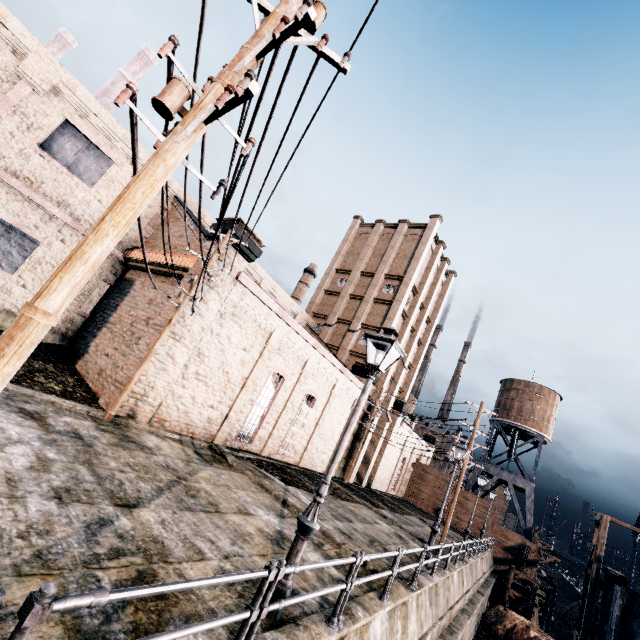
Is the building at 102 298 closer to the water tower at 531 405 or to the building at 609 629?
the water tower at 531 405

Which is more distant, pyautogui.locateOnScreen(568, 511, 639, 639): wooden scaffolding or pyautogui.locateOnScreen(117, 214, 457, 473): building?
pyautogui.locateOnScreen(568, 511, 639, 639): wooden scaffolding

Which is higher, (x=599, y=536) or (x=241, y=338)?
(x=599, y=536)

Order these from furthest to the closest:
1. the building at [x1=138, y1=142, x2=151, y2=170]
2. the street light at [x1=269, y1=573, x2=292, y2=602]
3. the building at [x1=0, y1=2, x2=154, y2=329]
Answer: the building at [x1=138, y1=142, x2=151, y2=170]
the building at [x1=0, y1=2, x2=154, y2=329]
the street light at [x1=269, y1=573, x2=292, y2=602]

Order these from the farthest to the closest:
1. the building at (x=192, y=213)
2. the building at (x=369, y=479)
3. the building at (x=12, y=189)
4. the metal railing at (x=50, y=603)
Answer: the building at (x=369, y=479)
the building at (x=192, y=213)
the building at (x=12, y=189)
the metal railing at (x=50, y=603)

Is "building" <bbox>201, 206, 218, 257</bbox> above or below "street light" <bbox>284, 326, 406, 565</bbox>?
above

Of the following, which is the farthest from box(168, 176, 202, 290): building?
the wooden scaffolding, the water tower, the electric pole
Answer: the wooden scaffolding
